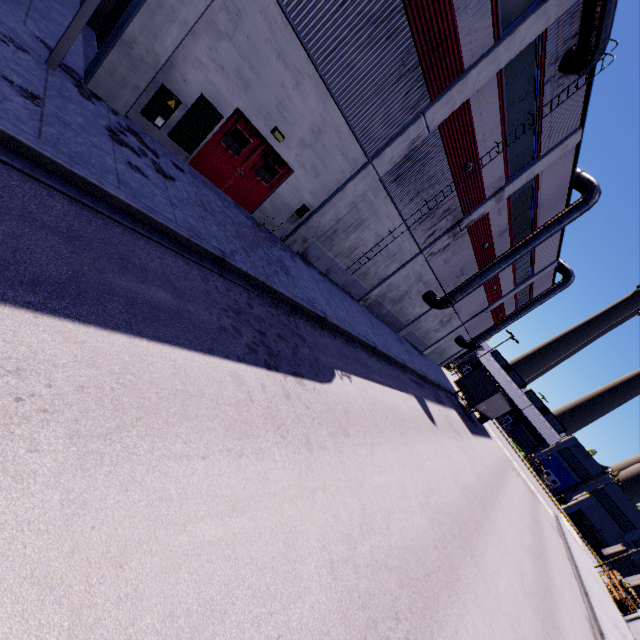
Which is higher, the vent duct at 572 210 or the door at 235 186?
the vent duct at 572 210

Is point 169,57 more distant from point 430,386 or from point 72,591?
point 430,386

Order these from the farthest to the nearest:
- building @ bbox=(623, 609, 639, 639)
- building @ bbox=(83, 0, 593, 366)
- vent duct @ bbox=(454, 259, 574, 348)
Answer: vent duct @ bbox=(454, 259, 574, 348) → building @ bbox=(623, 609, 639, 639) → building @ bbox=(83, 0, 593, 366)

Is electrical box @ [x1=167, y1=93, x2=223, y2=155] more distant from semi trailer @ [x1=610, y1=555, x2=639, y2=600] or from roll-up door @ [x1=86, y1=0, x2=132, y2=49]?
semi trailer @ [x1=610, y1=555, x2=639, y2=600]

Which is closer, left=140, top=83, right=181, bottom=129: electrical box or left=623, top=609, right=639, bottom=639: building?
left=140, top=83, right=181, bottom=129: electrical box

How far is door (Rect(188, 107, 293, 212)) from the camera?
10.3 meters

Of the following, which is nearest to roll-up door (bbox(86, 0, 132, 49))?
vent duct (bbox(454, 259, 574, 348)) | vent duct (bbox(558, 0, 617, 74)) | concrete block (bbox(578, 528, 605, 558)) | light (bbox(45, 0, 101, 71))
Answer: light (bbox(45, 0, 101, 71))

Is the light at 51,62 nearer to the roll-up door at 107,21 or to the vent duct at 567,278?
the roll-up door at 107,21
